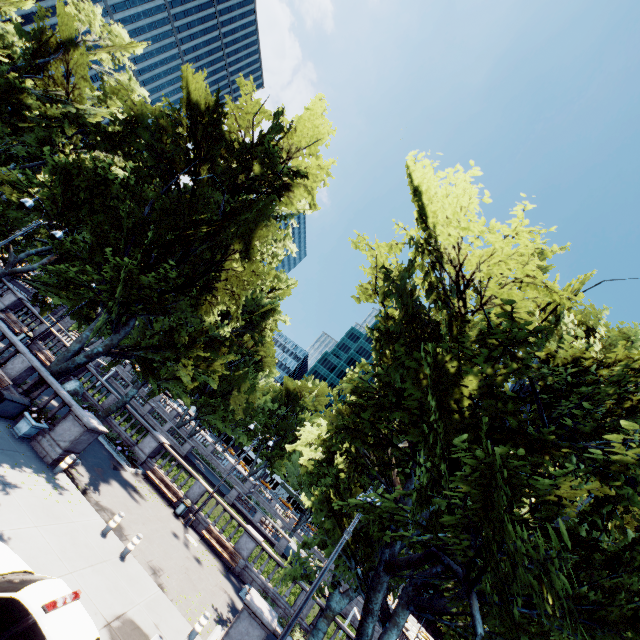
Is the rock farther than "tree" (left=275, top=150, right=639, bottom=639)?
Yes

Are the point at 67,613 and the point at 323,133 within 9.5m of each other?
no

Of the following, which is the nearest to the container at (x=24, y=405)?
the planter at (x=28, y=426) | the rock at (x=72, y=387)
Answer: the planter at (x=28, y=426)

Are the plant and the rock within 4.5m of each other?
no

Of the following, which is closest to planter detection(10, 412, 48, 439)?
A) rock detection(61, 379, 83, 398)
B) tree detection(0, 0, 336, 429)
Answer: tree detection(0, 0, 336, 429)

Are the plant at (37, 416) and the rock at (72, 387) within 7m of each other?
no

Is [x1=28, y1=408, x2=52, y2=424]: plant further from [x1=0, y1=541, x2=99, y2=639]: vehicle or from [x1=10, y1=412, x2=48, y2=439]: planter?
[x1=0, y1=541, x2=99, y2=639]: vehicle

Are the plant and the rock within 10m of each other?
no
